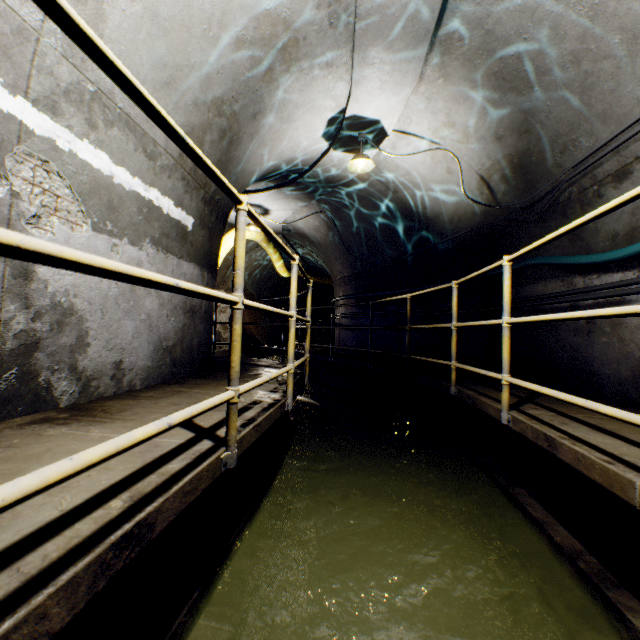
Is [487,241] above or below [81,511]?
above

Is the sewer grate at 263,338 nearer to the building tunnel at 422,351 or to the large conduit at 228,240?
the building tunnel at 422,351

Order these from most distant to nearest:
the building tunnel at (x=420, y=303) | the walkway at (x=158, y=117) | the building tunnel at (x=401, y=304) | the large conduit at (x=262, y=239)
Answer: the large conduit at (x=262, y=239), the building tunnel at (x=401, y=304), the building tunnel at (x=420, y=303), the walkway at (x=158, y=117)

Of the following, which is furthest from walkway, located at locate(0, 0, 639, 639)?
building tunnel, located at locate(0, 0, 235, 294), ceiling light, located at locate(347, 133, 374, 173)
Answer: ceiling light, located at locate(347, 133, 374, 173)

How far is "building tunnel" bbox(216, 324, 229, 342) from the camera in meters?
12.2

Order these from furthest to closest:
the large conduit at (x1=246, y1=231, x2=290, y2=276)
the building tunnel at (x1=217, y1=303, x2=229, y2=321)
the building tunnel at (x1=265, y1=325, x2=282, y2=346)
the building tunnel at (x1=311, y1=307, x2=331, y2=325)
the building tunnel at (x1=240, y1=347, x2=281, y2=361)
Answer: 1. the building tunnel at (x1=311, y1=307, x2=331, y2=325)
2. the building tunnel at (x1=265, y1=325, x2=282, y2=346)
3. the building tunnel at (x1=240, y1=347, x2=281, y2=361)
4. the building tunnel at (x1=217, y1=303, x2=229, y2=321)
5. the large conduit at (x1=246, y1=231, x2=290, y2=276)

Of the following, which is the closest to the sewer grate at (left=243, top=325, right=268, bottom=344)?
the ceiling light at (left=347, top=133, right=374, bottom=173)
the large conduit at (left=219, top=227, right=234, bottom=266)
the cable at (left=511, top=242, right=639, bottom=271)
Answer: the large conduit at (left=219, top=227, right=234, bottom=266)
